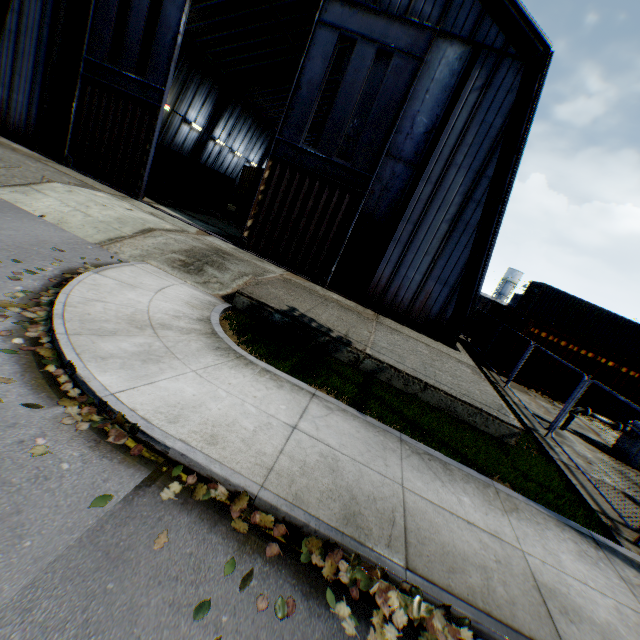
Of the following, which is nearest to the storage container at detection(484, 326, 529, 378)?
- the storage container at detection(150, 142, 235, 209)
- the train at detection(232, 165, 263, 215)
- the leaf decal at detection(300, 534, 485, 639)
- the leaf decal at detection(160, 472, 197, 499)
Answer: the train at detection(232, 165, 263, 215)

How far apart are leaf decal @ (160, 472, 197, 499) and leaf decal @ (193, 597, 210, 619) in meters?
0.7 m

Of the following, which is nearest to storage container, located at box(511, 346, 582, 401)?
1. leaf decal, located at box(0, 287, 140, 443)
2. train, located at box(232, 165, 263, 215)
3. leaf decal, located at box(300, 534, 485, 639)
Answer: train, located at box(232, 165, 263, 215)

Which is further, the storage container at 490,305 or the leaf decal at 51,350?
the storage container at 490,305

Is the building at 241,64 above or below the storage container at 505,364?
above

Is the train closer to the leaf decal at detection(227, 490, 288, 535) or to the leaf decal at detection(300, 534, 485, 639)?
the leaf decal at detection(227, 490, 288, 535)

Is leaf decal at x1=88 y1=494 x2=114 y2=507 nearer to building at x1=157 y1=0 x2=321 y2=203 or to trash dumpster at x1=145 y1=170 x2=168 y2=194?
building at x1=157 y1=0 x2=321 y2=203

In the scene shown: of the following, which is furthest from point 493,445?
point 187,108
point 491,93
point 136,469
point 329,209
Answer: point 187,108
